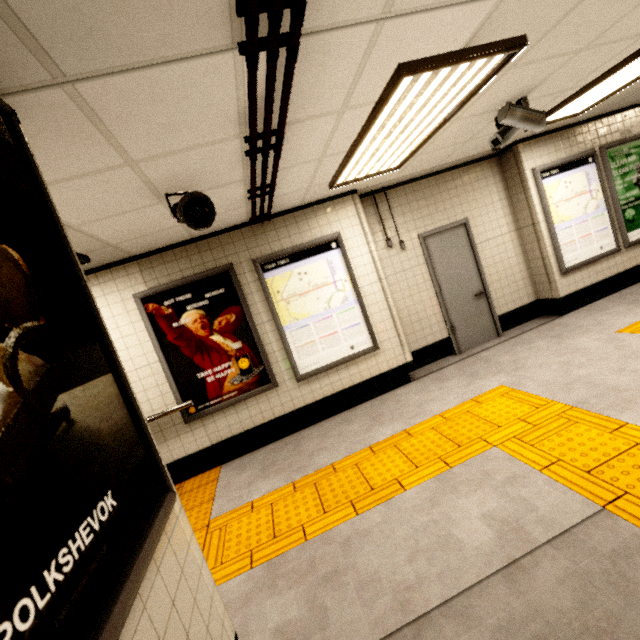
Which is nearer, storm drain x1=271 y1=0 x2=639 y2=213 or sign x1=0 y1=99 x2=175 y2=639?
sign x1=0 y1=99 x2=175 y2=639

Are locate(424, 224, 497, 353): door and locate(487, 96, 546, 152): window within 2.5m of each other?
yes

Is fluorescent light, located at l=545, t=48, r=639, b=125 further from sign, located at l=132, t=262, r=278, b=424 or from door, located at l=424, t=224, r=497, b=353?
sign, located at l=132, t=262, r=278, b=424

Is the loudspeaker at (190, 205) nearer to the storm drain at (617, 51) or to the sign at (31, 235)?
the storm drain at (617, 51)

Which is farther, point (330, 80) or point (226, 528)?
point (226, 528)

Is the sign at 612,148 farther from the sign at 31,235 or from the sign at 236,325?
the sign at 31,235

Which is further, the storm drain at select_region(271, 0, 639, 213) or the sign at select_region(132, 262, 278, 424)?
the sign at select_region(132, 262, 278, 424)

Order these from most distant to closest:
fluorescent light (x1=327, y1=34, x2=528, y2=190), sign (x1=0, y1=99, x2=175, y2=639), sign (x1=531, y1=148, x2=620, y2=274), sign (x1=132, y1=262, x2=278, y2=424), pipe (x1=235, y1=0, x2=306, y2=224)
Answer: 1. sign (x1=531, y1=148, x2=620, y2=274)
2. sign (x1=132, y1=262, x2=278, y2=424)
3. fluorescent light (x1=327, y1=34, x2=528, y2=190)
4. pipe (x1=235, y1=0, x2=306, y2=224)
5. sign (x1=0, y1=99, x2=175, y2=639)
